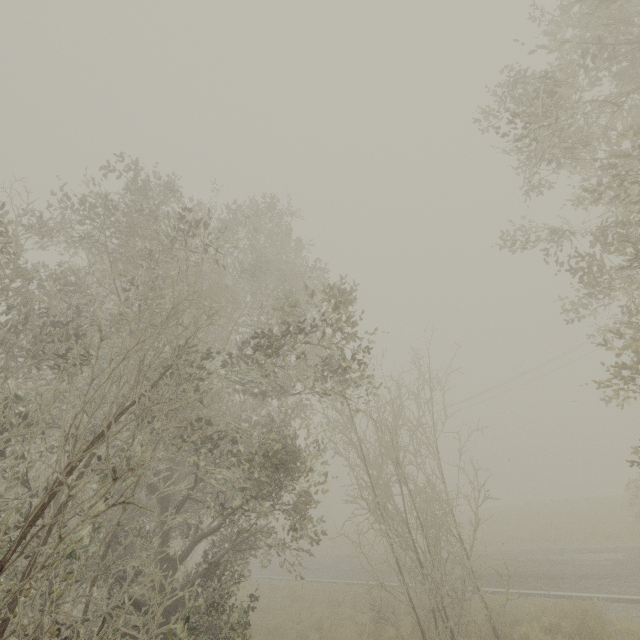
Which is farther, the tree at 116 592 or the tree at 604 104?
the tree at 604 104

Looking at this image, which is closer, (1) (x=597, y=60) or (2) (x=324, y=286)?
(1) (x=597, y=60)

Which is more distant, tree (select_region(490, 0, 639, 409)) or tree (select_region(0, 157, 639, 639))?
tree (select_region(490, 0, 639, 409))
